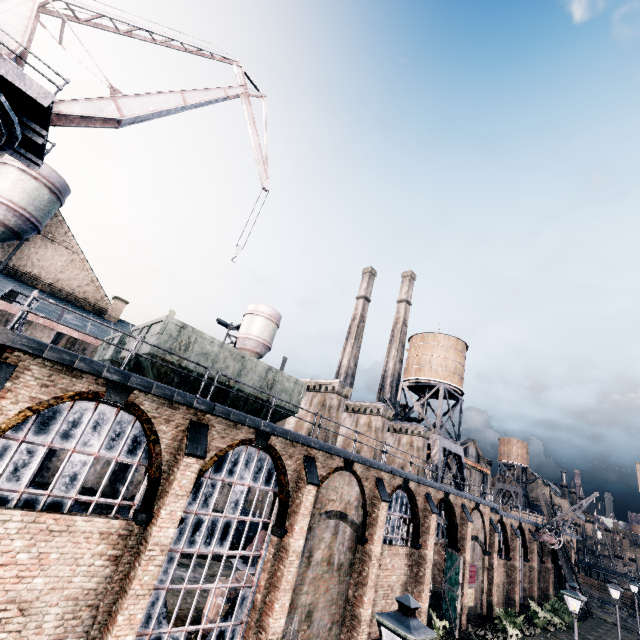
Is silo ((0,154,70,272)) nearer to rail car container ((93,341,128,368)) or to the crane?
the crane

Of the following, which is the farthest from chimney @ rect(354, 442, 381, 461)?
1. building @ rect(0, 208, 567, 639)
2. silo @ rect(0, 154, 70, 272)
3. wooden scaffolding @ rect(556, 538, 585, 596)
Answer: wooden scaffolding @ rect(556, 538, 585, 596)

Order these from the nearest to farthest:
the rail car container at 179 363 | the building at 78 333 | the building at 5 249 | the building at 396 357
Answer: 1. the building at 78 333
2. the rail car container at 179 363
3. the building at 5 249
4. the building at 396 357

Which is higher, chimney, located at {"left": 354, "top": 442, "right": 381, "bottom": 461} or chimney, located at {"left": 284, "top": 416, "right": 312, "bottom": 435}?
chimney, located at {"left": 284, "top": 416, "right": 312, "bottom": 435}

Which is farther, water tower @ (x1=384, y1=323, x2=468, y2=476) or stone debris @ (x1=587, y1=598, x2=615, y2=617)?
stone debris @ (x1=587, y1=598, x2=615, y2=617)

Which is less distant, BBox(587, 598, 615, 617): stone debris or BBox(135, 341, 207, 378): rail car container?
BBox(135, 341, 207, 378): rail car container

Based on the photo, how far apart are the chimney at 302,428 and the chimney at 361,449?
3.81m

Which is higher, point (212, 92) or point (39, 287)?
point (212, 92)
